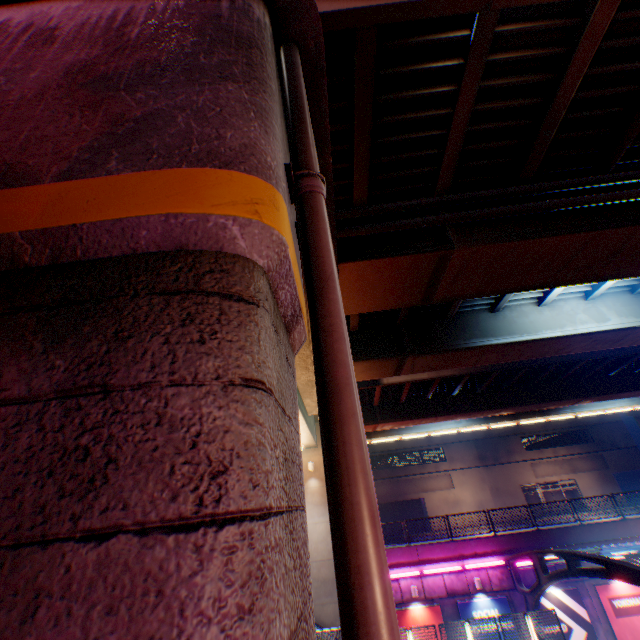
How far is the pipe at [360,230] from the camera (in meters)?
6.52

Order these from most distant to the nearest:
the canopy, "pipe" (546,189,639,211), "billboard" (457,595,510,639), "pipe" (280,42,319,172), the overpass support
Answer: "billboard" (457,595,510,639), the canopy, "pipe" (546,189,639,211), "pipe" (280,42,319,172), the overpass support

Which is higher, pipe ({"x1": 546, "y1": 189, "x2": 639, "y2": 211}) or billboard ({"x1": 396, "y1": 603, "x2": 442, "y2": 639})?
pipe ({"x1": 546, "y1": 189, "x2": 639, "y2": 211})

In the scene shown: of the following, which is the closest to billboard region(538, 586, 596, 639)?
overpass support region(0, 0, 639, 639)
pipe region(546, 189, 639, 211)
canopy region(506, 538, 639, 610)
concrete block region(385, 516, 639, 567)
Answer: canopy region(506, 538, 639, 610)

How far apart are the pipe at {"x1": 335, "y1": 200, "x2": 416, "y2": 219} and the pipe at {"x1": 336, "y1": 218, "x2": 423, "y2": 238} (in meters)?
0.27

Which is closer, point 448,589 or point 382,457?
point 448,589

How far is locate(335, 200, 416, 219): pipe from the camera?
6.8 meters

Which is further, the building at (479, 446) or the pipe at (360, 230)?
the building at (479, 446)
